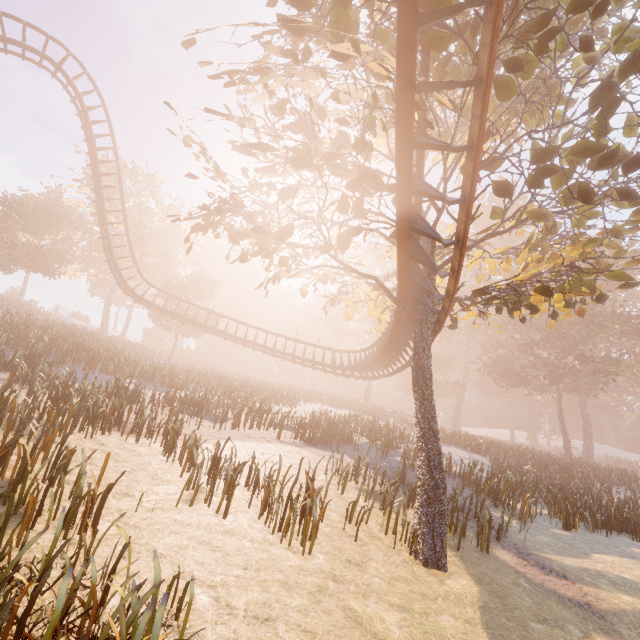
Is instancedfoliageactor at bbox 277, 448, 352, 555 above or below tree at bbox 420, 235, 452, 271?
below

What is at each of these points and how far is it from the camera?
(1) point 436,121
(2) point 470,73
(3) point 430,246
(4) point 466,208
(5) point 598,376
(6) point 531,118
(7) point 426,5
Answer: (1) tree, 6.8 meters
(2) tree, 5.6 meters
(3) tree, 10.7 meters
(4) roller coaster, 6.4 meters
(5) instancedfoliageactor, 39.5 meters
(6) tree, 11.5 meters
(7) tree, 5.5 meters

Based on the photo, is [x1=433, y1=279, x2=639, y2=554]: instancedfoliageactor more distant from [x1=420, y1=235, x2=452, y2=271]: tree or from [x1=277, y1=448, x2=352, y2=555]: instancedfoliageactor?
[x1=277, y1=448, x2=352, y2=555]: instancedfoliageactor

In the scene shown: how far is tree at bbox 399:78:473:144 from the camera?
6.0m

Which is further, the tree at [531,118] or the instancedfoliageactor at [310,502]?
the instancedfoliageactor at [310,502]

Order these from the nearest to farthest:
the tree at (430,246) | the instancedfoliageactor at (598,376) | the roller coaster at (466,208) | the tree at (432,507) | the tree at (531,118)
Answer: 1. the roller coaster at (466,208)
2. the tree at (531,118)
3. the tree at (432,507)
4. the tree at (430,246)
5. the instancedfoliageactor at (598,376)

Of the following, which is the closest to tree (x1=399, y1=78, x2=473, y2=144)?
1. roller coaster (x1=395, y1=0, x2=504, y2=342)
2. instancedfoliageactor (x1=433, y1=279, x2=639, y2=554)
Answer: roller coaster (x1=395, y1=0, x2=504, y2=342)
